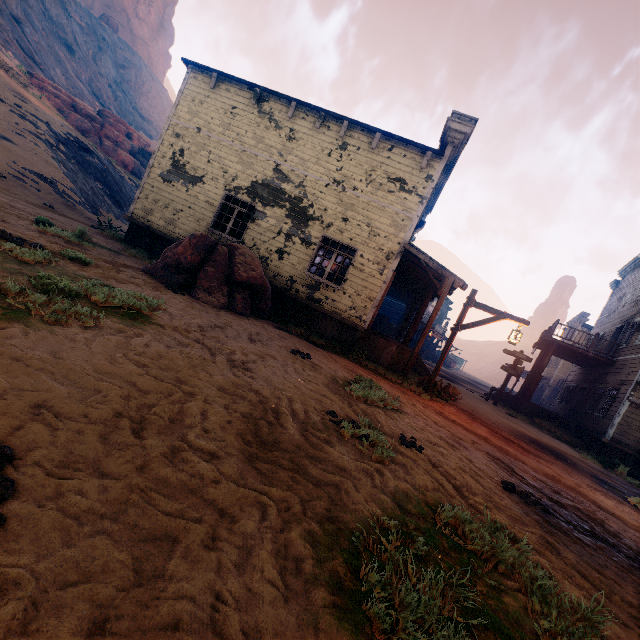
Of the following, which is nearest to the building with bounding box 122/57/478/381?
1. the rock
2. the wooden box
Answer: the wooden box

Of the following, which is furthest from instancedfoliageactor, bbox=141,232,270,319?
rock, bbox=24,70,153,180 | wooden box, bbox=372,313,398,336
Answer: rock, bbox=24,70,153,180

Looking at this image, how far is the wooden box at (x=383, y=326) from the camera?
22.72m

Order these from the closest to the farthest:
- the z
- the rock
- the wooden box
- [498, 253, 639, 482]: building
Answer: the z → [498, 253, 639, 482]: building → the wooden box → the rock

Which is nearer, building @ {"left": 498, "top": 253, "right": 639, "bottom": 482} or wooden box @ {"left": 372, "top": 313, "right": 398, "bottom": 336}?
building @ {"left": 498, "top": 253, "right": 639, "bottom": 482}

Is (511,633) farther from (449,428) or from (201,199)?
(201,199)

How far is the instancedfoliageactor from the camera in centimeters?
807cm

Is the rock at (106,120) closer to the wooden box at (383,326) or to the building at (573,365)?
the building at (573,365)
